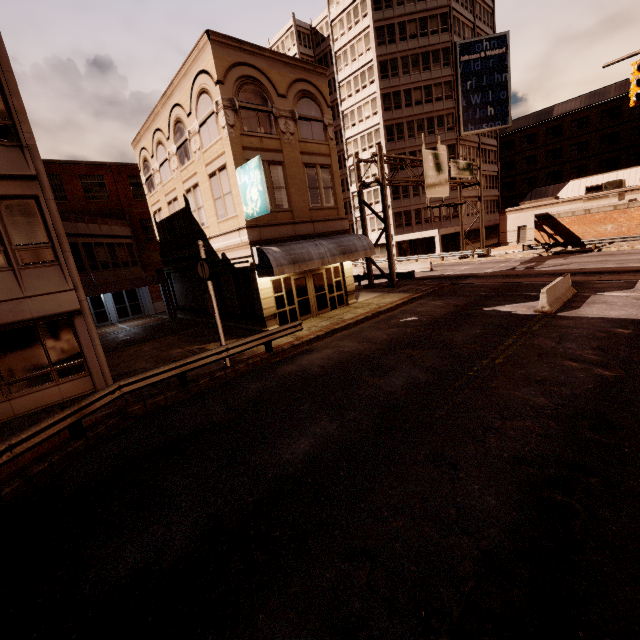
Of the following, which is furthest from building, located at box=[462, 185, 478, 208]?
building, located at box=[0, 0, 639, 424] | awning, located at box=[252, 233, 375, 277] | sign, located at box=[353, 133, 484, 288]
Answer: awning, located at box=[252, 233, 375, 277]

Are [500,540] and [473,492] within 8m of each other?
yes

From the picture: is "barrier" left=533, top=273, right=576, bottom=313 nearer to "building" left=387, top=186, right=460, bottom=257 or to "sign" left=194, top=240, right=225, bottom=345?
"sign" left=194, top=240, right=225, bottom=345

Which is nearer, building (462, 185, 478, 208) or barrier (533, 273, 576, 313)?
barrier (533, 273, 576, 313)

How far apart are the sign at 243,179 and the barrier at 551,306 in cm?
1173

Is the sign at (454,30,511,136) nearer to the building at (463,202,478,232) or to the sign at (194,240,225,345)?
the building at (463,202,478,232)

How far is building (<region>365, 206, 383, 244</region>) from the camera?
47.47m

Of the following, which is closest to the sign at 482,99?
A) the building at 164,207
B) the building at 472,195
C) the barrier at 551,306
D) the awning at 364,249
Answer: the building at 472,195
